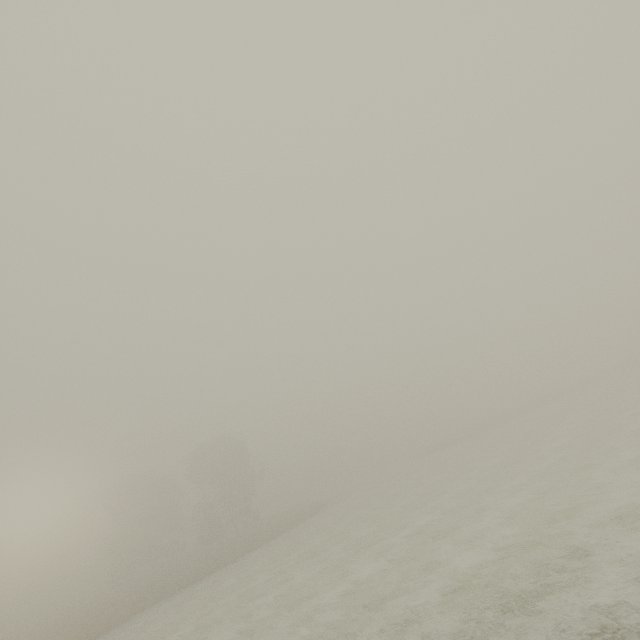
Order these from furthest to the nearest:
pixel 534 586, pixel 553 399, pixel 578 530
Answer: pixel 553 399 < pixel 578 530 < pixel 534 586

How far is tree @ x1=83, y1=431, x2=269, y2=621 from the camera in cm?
4076

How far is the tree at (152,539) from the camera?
40.8 meters
